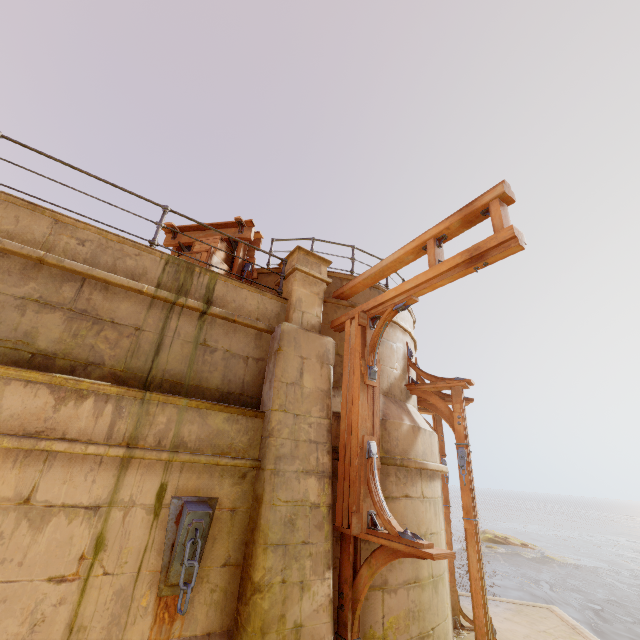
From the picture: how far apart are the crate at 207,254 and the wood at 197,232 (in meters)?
0.02

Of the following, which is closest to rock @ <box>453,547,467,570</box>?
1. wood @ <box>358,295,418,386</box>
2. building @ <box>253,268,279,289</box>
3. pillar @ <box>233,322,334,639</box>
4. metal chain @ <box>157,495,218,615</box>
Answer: building @ <box>253,268,279,289</box>

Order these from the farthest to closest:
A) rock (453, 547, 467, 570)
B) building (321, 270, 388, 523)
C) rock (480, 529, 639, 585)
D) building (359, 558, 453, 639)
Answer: rock (453, 547, 467, 570)
rock (480, 529, 639, 585)
building (321, 270, 388, 523)
building (359, 558, 453, 639)

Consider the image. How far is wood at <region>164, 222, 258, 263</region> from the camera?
7.11m

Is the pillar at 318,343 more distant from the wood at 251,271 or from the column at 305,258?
the wood at 251,271

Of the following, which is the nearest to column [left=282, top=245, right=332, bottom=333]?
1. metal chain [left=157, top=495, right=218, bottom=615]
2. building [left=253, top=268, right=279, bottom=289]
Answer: building [left=253, top=268, right=279, bottom=289]

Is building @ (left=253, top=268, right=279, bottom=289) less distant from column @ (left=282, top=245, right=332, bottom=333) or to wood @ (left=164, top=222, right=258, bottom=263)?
column @ (left=282, top=245, right=332, bottom=333)

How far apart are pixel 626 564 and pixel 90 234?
46.7 meters
